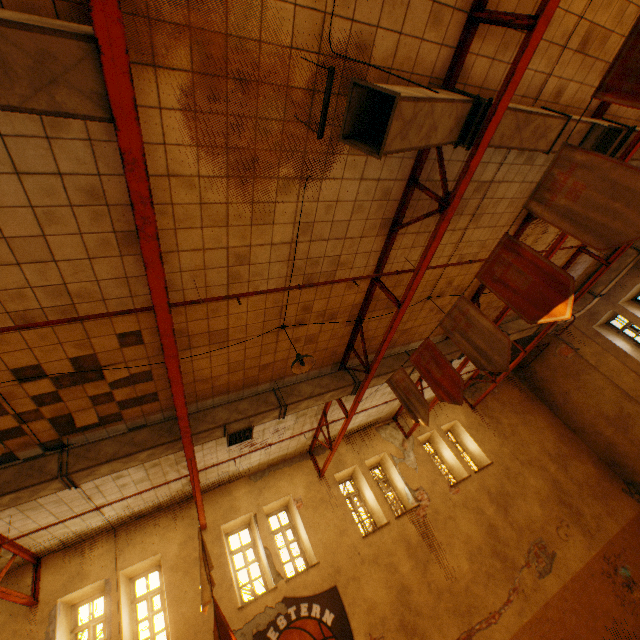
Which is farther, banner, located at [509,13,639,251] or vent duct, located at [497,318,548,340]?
vent duct, located at [497,318,548,340]

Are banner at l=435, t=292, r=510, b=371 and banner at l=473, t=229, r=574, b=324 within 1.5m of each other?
yes

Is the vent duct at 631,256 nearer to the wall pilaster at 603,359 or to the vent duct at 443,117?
the vent duct at 443,117

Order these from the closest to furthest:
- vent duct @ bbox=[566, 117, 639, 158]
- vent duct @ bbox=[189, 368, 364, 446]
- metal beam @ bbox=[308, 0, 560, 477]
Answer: metal beam @ bbox=[308, 0, 560, 477] < vent duct @ bbox=[566, 117, 639, 158] < vent duct @ bbox=[189, 368, 364, 446]

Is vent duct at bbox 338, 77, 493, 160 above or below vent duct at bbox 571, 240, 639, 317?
below

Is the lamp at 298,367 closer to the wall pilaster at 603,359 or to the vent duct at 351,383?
the vent duct at 351,383

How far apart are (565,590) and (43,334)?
15.5 meters

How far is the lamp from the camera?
5.6m
